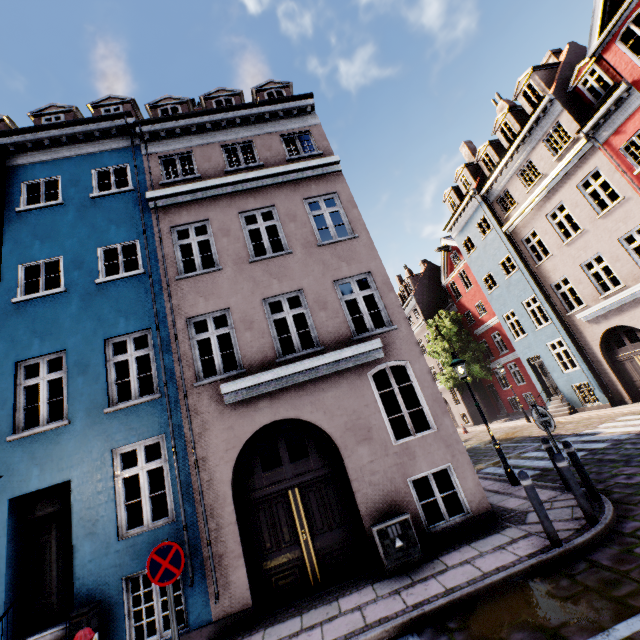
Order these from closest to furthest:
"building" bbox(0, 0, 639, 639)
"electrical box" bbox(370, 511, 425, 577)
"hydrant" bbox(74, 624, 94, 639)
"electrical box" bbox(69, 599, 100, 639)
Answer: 1. "hydrant" bbox(74, 624, 94, 639)
2. "electrical box" bbox(69, 599, 100, 639)
3. "electrical box" bbox(370, 511, 425, 577)
4. "building" bbox(0, 0, 639, 639)

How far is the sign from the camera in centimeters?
466cm

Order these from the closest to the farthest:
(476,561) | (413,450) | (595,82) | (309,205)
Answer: (476,561) → (413,450) → (595,82) → (309,205)

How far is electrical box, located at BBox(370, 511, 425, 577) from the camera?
6.00m

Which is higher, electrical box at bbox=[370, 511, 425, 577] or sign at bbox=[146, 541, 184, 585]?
sign at bbox=[146, 541, 184, 585]

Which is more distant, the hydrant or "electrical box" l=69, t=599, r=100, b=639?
"electrical box" l=69, t=599, r=100, b=639

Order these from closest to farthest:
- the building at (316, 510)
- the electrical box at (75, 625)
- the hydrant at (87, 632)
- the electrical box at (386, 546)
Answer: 1. the hydrant at (87, 632)
2. the electrical box at (75, 625)
3. the electrical box at (386, 546)
4. the building at (316, 510)

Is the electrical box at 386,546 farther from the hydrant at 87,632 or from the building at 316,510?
the hydrant at 87,632
